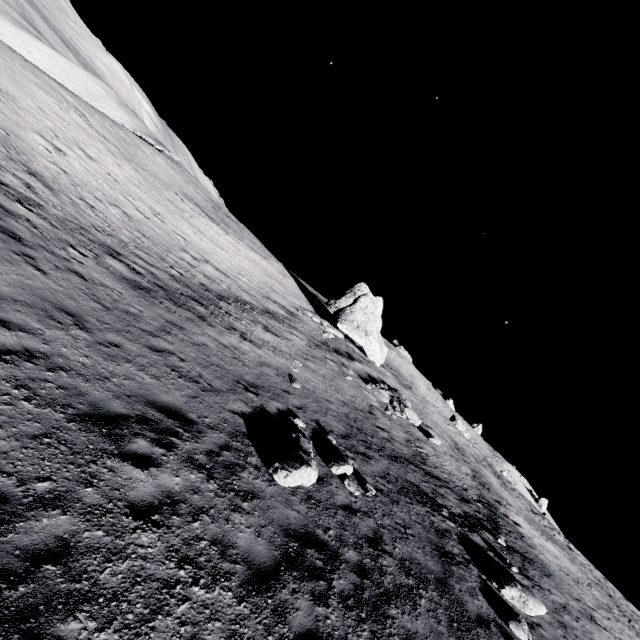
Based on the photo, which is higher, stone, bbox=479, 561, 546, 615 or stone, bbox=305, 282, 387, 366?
stone, bbox=305, 282, 387, 366

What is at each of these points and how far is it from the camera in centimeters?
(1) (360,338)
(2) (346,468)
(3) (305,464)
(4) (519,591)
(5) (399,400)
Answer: (1) stone, 3097cm
(2) stone, 1057cm
(3) stone, 873cm
(4) stone, 1031cm
(5) stone, 2317cm

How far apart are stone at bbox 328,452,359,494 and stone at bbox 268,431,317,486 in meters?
0.8 m

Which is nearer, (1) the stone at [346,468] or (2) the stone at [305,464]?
(2) the stone at [305,464]

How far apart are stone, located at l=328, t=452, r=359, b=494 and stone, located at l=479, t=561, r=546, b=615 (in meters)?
5.20

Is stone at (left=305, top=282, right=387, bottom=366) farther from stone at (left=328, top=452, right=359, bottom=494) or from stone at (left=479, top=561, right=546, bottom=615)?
stone at (left=479, top=561, right=546, bottom=615)

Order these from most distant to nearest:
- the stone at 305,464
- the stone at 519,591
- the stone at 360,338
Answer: the stone at 360,338 < the stone at 519,591 < the stone at 305,464

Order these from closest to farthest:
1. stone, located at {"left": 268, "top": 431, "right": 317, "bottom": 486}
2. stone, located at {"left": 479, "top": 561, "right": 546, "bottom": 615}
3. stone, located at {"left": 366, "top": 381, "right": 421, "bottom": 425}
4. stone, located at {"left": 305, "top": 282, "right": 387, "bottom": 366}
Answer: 1. stone, located at {"left": 268, "top": 431, "right": 317, "bottom": 486}
2. stone, located at {"left": 479, "top": 561, "right": 546, "bottom": 615}
3. stone, located at {"left": 366, "top": 381, "right": 421, "bottom": 425}
4. stone, located at {"left": 305, "top": 282, "right": 387, "bottom": 366}
